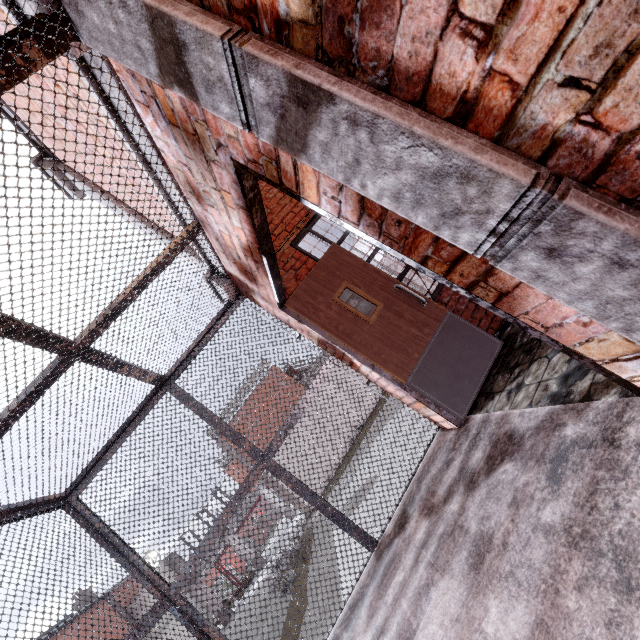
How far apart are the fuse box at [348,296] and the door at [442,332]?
0.17m

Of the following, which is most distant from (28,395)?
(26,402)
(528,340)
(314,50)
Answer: (528,340)

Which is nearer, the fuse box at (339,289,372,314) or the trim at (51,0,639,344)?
the trim at (51,0,639,344)

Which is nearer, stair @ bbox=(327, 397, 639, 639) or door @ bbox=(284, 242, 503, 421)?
stair @ bbox=(327, 397, 639, 639)

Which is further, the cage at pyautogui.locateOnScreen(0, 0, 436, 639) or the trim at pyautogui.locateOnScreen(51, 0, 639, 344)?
the cage at pyautogui.locateOnScreen(0, 0, 436, 639)

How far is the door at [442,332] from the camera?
3.3 meters

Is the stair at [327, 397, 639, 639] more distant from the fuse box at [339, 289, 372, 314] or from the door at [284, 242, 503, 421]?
the fuse box at [339, 289, 372, 314]

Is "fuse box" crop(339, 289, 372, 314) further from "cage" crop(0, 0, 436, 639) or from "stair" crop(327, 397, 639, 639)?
"stair" crop(327, 397, 639, 639)
